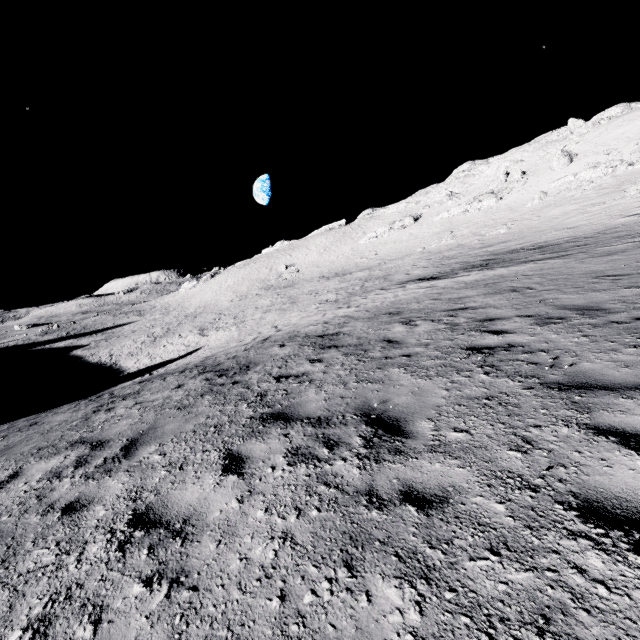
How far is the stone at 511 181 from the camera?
52.4 meters

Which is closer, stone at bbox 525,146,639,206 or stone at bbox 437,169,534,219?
stone at bbox 525,146,639,206

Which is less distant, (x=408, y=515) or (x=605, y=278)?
(x=408, y=515)

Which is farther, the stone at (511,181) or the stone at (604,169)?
the stone at (511,181)

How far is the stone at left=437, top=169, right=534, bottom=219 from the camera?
52.38m
